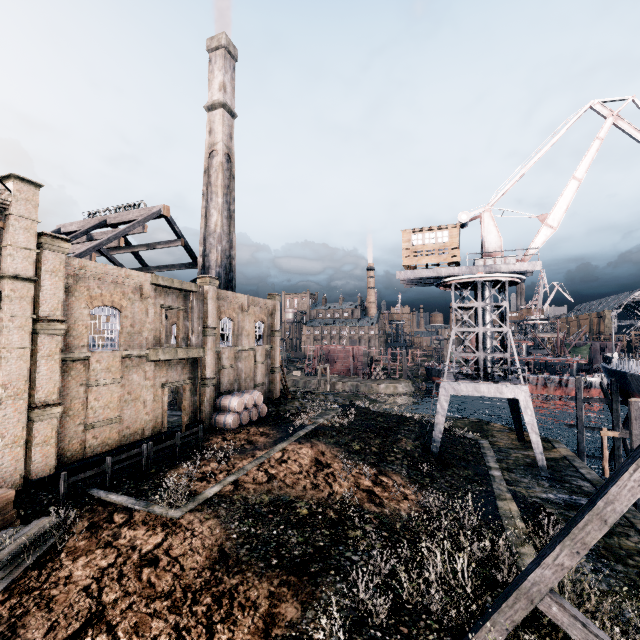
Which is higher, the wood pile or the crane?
the crane

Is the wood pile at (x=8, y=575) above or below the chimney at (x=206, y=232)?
below

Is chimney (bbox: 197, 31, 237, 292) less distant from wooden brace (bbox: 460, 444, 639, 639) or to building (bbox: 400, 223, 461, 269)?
building (bbox: 400, 223, 461, 269)

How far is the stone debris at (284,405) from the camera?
34.76m

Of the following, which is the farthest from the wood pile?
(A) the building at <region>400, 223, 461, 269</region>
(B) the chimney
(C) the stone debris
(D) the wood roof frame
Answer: (A) the building at <region>400, 223, 461, 269</region>

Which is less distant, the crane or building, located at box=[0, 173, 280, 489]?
building, located at box=[0, 173, 280, 489]

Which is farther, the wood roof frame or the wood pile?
the wood roof frame

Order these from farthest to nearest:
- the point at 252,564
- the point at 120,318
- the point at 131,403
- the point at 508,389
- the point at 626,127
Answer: the point at 626,127 < the point at 508,389 < the point at 131,403 < the point at 120,318 < the point at 252,564
